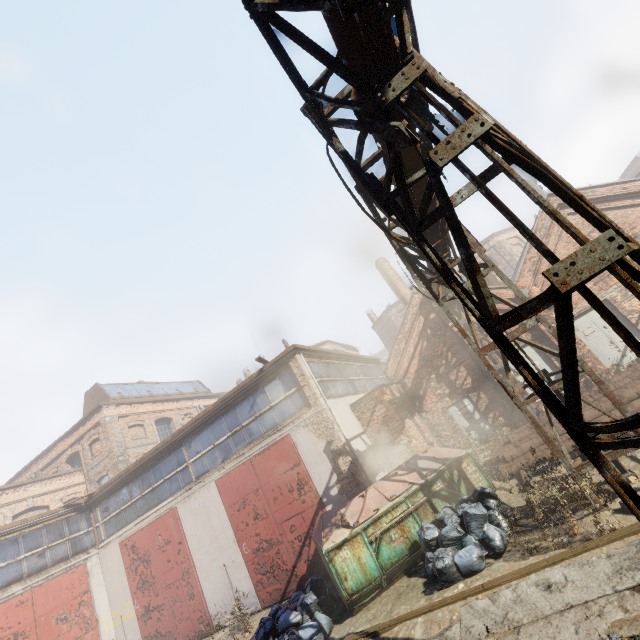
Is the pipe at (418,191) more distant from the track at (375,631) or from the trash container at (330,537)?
the trash container at (330,537)

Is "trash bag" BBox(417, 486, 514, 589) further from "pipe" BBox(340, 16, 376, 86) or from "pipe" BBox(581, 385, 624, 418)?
"pipe" BBox(340, 16, 376, 86)

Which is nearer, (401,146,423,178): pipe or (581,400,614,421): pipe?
(401,146,423,178): pipe

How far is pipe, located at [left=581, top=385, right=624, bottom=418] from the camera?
8.4 meters

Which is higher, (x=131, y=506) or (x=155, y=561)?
(x=131, y=506)

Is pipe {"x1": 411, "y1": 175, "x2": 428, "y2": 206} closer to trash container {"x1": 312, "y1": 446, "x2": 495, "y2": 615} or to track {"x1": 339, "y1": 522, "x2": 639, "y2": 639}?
track {"x1": 339, "y1": 522, "x2": 639, "y2": 639}

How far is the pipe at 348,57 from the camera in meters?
2.8

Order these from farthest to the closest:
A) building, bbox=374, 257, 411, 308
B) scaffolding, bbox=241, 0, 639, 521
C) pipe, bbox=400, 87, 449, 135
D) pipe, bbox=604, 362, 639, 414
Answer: building, bbox=374, 257, 411, 308 → pipe, bbox=604, 362, 639, 414 → pipe, bbox=400, 87, 449, 135 → scaffolding, bbox=241, 0, 639, 521
